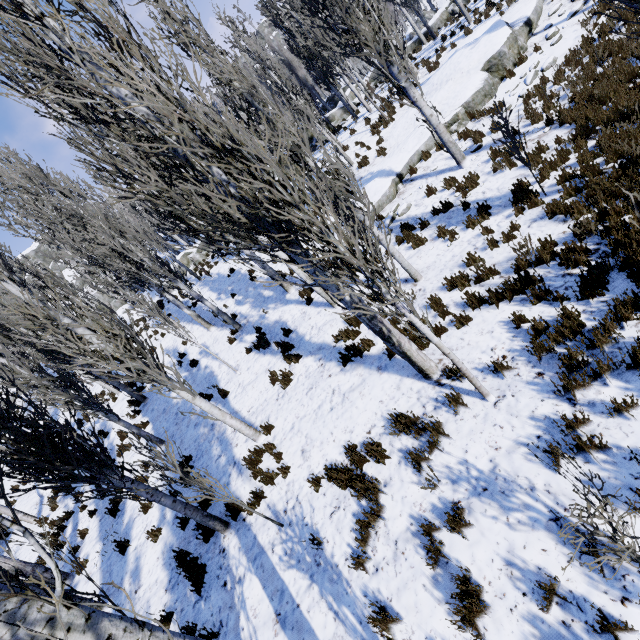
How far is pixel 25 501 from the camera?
14.19m

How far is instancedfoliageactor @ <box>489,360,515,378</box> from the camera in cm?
461

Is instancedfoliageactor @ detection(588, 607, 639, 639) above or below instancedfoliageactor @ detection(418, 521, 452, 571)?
below

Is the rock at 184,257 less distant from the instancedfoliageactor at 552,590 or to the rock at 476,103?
the instancedfoliageactor at 552,590

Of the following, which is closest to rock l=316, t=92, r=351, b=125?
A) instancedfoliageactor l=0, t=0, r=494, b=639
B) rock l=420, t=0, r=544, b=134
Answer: instancedfoliageactor l=0, t=0, r=494, b=639

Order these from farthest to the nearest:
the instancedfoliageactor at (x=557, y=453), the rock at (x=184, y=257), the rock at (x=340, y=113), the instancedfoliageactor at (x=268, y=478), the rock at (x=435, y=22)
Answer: the rock at (x=184, y=257) < the rock at (x=340, y=113) < the rock at (x=435, y=22) < the instancedfoliageactor at (x=268, y=478) < the instancedfoliageactor at (x=557, y=453)

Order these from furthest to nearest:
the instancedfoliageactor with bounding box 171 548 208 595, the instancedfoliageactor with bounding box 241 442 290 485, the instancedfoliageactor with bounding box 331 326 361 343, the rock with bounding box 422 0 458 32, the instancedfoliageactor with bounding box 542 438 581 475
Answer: the rock with bounding box 422 0 458 32
the instancedfoliageactor with bounding box 331 326 361 343
the instancedfoliageactor with bounding box 241 442 290 485
the instancedfoliageactor with bounding box 171 548 208 595
the instancedfoliageactor with bounding box 542 438 581 475

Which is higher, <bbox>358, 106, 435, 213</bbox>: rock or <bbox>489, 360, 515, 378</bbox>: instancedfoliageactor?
<bbox>358, 106, 435, 213</bbox>: rock
